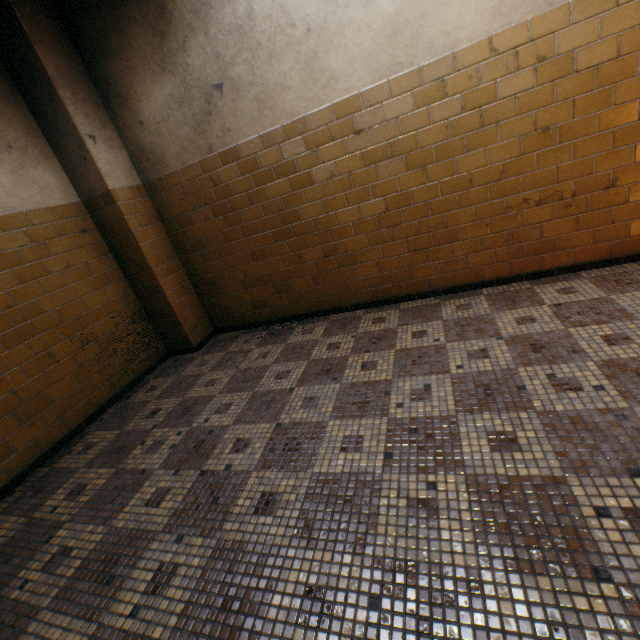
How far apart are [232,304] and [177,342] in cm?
83
